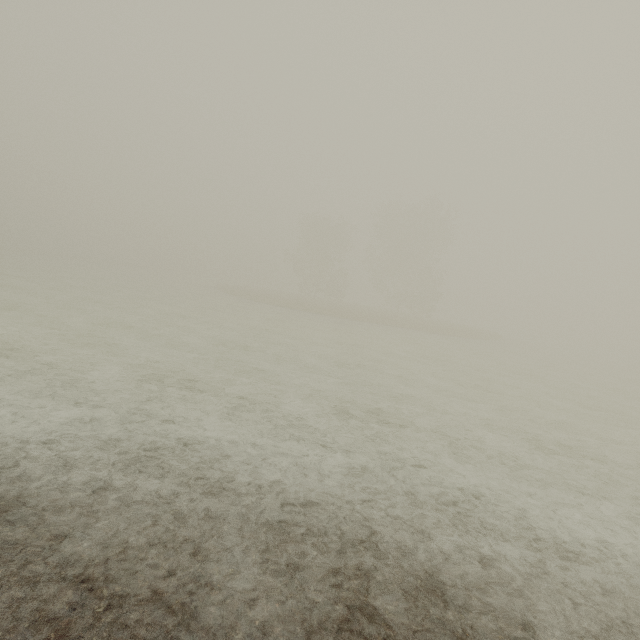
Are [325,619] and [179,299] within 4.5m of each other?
no
